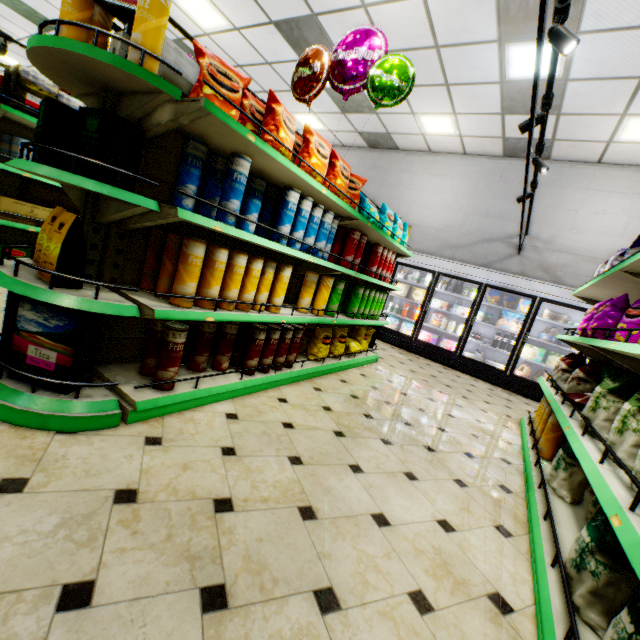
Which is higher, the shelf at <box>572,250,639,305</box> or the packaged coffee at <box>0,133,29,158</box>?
the shelf at <box>572,250,639,305</box>

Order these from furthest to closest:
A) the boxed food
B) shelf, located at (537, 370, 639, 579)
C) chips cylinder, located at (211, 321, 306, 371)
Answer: the boxed food
chips cylinder, located at (211, 321, 306, 371)
shelf, located at (537, 370, 639, 579)

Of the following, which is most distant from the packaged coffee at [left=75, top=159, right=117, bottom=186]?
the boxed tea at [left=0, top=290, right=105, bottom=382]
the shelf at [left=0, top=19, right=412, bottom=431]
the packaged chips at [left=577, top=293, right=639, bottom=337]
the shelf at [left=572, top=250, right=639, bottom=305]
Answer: the packaged chips at [left=577, top=293, right=639, bottom=337]

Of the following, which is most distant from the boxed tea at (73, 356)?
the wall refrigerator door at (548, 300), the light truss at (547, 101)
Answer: the wall refrigerator door at (548, 300)

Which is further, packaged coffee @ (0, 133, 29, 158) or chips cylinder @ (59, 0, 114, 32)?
packaged coffee @ (0, 133, 29, 158)

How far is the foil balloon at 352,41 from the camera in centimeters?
328cm

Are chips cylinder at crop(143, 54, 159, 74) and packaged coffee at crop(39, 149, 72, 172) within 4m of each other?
yes

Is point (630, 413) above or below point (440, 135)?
below
